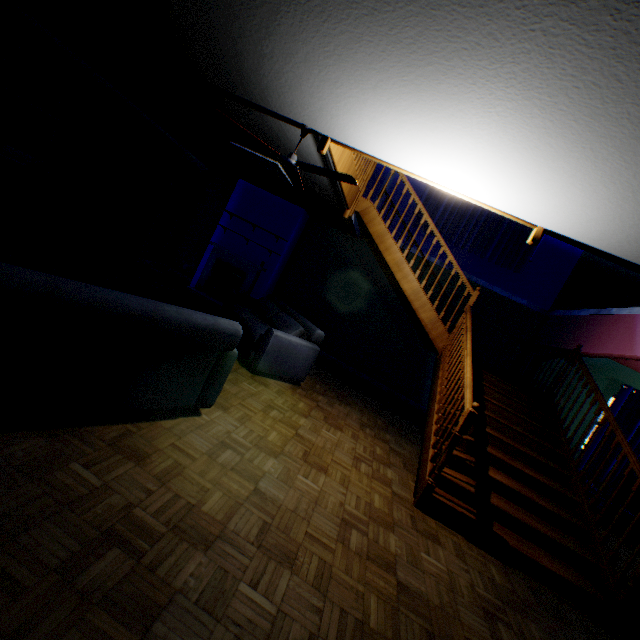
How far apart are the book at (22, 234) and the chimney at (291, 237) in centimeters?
348cm

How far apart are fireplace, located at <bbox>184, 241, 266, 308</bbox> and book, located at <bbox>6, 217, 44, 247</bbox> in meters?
3.1

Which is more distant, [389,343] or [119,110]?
[389,343]

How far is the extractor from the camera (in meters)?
5.61

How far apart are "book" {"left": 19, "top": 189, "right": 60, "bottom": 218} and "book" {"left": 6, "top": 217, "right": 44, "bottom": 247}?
0.31m

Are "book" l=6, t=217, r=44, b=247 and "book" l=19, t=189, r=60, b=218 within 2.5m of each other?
yes

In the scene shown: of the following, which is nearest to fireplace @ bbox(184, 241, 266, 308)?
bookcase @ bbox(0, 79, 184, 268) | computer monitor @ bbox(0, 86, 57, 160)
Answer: bookcase @ bbox(0, 79, 184, 268)

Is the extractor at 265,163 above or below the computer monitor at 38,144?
above
